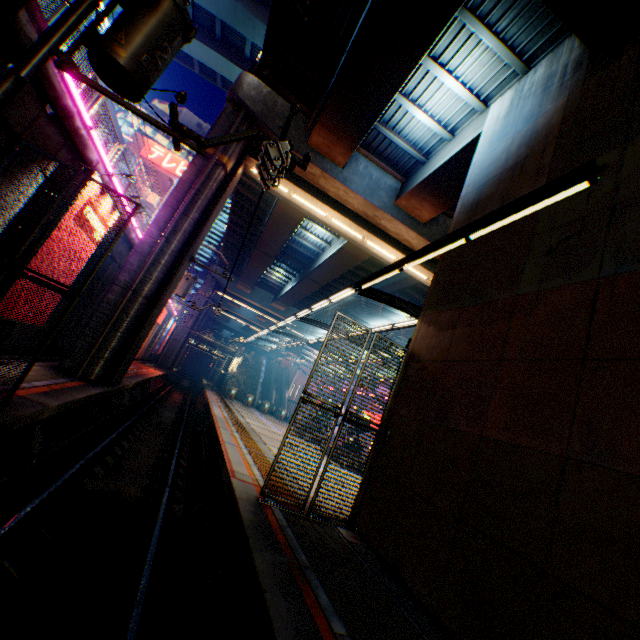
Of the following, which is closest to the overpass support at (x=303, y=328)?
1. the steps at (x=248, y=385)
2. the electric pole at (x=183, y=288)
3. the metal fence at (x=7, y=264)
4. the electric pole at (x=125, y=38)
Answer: the metal fence at (x=7, y=264)

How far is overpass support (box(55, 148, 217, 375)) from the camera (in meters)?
12.01

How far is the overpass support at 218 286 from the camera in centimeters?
4469cm

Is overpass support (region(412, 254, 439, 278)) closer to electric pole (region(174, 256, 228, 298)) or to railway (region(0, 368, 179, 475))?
railway (region(0, 368, 179, 475))

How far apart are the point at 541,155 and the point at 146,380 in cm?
2369

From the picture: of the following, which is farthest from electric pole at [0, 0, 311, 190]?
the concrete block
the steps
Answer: the steps

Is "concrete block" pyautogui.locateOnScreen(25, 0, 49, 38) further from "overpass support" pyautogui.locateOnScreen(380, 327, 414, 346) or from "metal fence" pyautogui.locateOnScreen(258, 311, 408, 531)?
"overpass support" pyautogui.locateOnScreen(380, 327, 414, 346)

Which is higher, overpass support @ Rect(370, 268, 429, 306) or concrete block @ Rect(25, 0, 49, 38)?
overpass support @ Rect(370, 268, 429, 306)
